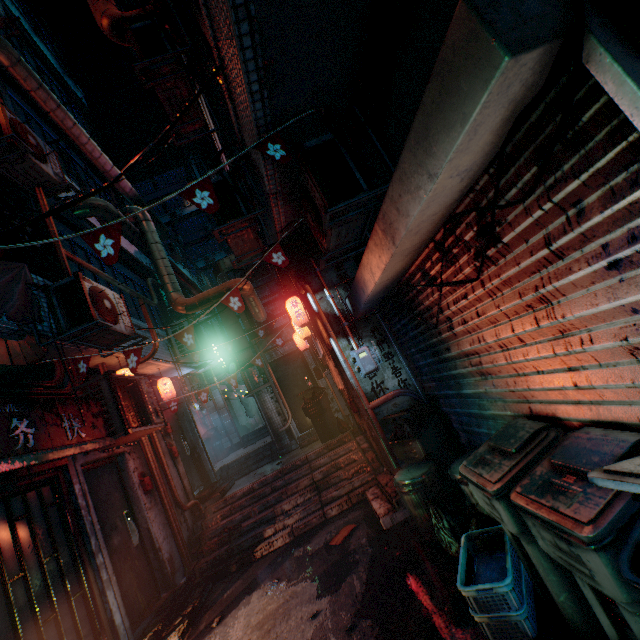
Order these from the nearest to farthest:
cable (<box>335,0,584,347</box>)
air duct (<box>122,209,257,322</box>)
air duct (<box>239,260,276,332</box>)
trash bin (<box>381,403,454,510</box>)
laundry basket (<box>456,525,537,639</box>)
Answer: cable (<box>335,0,584,347</box>), laundry basket (<box>456,525,537,639</box>), trash bin (<box>381,403,454,510</box>), air duct (<box>122,209,257,322</box>), air duct (<box>239,260,276,332</box>)

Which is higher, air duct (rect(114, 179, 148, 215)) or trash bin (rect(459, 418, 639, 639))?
air duct (rect(114, 179, 148, 215))

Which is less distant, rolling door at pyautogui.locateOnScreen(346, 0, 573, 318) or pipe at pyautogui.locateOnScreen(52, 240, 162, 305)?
rolling door at pyautogui.locateOnScreen(346, 0, 573, 318)

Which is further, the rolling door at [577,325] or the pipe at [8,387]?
the pipe at [8,387]

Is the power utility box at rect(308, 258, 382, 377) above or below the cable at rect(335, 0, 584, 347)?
below

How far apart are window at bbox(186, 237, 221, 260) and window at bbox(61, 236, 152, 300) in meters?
26.3 m

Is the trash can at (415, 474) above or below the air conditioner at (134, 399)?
below

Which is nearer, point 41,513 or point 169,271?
point 41,513
